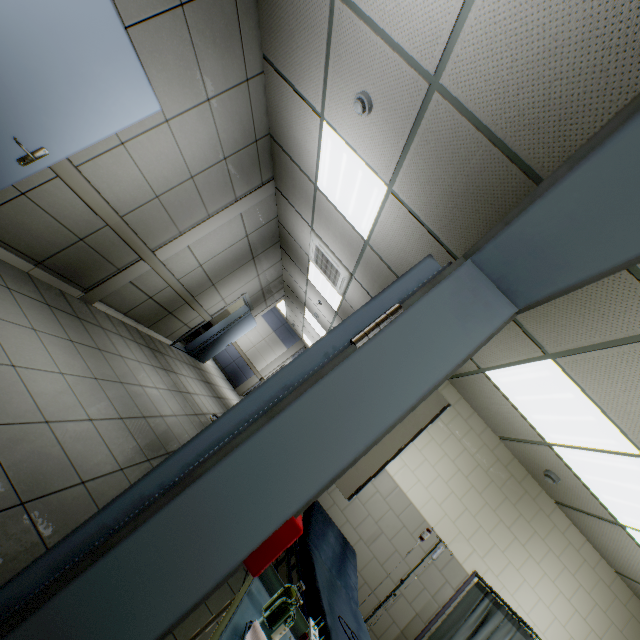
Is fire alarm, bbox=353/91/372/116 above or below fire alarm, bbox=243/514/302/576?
above

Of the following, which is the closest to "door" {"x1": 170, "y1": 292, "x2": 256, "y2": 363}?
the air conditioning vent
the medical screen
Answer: the air conditioning vent

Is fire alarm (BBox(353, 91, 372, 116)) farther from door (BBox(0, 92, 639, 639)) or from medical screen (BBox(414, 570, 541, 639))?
medical screen (BBox(414, 570, 541, 639))

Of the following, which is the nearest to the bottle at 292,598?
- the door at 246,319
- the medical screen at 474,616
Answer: the medical screen at 474,616

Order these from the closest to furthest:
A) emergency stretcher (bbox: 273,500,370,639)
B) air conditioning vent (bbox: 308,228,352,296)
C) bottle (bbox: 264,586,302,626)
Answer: bottle (bbox: 264,586,302,626), emergency stretcher (bbox: 273,500,370,639), air conditioning vent (bbox: 308,228,352,296)

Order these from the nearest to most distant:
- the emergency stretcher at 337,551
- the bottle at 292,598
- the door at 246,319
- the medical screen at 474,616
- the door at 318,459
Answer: the door at 318,459, the bottle at 292,598, the emergency stretcher at 337,551, the medical screen at 474,616, the door at 246,319

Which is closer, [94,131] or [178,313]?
[94,131]

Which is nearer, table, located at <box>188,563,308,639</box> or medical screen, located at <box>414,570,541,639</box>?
table, located at <box>188,563,308,639</box>
